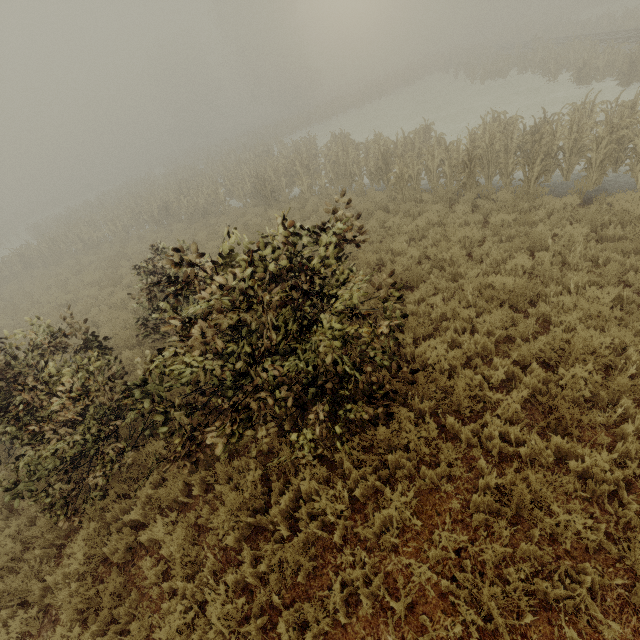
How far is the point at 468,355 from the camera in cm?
579
